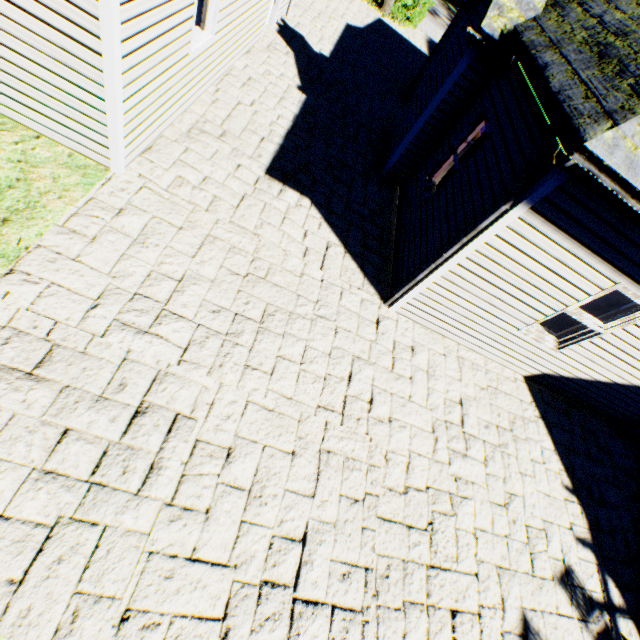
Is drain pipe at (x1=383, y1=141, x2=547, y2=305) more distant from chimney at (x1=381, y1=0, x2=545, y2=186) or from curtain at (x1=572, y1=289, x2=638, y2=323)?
chimney at (x1=381, y1=0, x2=545, y2=186)

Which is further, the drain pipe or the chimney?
the chimney

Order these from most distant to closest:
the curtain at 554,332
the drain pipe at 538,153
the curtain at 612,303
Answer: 1. the curtain at 554,332
2. the curtain at 612,303
3. the drain pipe at 538,153

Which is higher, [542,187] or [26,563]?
[542,187]

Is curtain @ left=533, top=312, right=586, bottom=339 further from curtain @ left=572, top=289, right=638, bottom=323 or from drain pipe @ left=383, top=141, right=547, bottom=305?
drain pipe @ left=383, top=141, right=547, bottom=305

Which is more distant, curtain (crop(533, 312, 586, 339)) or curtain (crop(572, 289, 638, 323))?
curtain (crop(533, 312, 586, 339))

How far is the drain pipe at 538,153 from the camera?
3.55m

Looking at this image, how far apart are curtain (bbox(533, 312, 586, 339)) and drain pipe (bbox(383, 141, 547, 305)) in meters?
2.2 m
